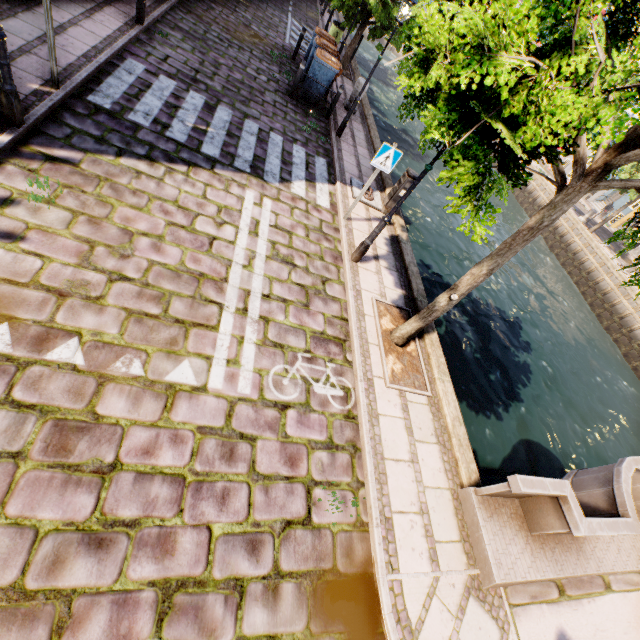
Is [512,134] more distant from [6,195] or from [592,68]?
[6,195]

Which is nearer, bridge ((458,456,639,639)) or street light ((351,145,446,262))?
bridge ((458,456,639,639))

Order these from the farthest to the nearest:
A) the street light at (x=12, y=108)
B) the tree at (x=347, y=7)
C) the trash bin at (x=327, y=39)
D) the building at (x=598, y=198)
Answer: the building at (x=598, y=198)
the tree at (x=347, y=7)
the trash bin at (x=327, y=39)
the street light at (x=12, y=108)

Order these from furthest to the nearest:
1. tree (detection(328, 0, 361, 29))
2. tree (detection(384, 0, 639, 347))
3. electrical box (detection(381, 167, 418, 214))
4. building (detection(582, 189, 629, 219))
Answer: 1. building (detection(582, 189, 629, 219))
2. tree (detection(328, 0, 361, 29))
3. electrical box (detection(381, 167, 418, 214))
4. tree (detection(384, 0, 639, 347))

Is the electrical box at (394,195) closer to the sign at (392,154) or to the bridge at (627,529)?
the sign at (392,154)

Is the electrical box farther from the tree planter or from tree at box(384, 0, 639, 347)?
the tree planter

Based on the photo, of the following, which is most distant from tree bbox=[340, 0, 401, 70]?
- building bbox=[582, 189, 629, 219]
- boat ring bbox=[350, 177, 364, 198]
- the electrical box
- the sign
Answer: building bbox=[582, 189, 629, 219]

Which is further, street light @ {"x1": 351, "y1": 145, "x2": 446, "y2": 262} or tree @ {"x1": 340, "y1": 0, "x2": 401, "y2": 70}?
tree @ {"x1": 340, "y1": 0, "x2": 401, "y2": 70}
